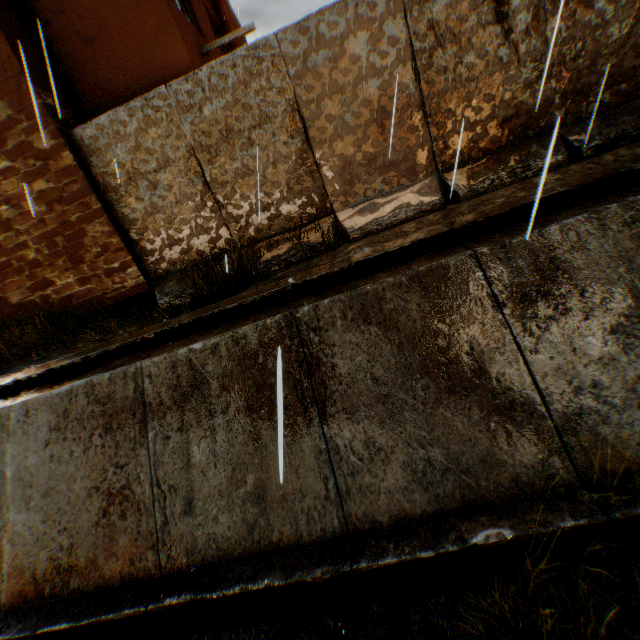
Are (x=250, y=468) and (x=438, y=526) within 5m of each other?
yes

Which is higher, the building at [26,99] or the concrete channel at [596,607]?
the building at [26,99]

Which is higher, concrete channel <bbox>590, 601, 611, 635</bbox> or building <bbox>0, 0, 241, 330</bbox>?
building <bbox>0, 0, 241, 330</bbox>

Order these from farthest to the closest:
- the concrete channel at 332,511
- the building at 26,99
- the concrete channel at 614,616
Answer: the building at 26,99
the concrete channel at 332,511
the concrete channel at 614,616

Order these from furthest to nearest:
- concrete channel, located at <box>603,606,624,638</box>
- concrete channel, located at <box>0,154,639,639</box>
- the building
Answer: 1. the building
2. concrete channel, located at <box>0,154,639,639</box>
3. concrete channel, located at <box>603,606,624,638</box>

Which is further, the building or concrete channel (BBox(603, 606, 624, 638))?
the building
